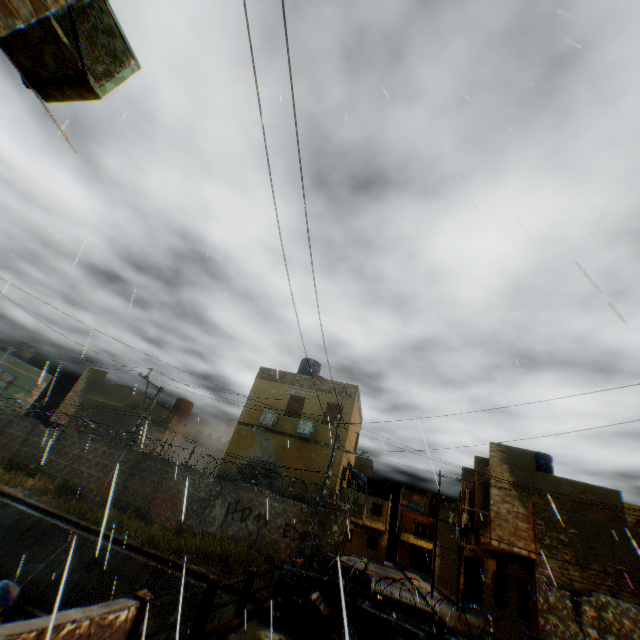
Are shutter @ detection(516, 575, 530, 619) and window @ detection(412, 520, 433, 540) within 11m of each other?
no

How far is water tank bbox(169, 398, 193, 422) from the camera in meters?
27.9

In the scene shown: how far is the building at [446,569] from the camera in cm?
2850

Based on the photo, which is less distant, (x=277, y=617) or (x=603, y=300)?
(x=603, y=300)

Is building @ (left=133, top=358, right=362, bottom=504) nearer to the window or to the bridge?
the bridge

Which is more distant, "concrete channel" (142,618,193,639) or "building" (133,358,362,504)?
"building" (133,358,362,504)

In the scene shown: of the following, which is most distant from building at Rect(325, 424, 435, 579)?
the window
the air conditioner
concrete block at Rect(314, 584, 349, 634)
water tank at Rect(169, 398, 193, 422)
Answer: the window
